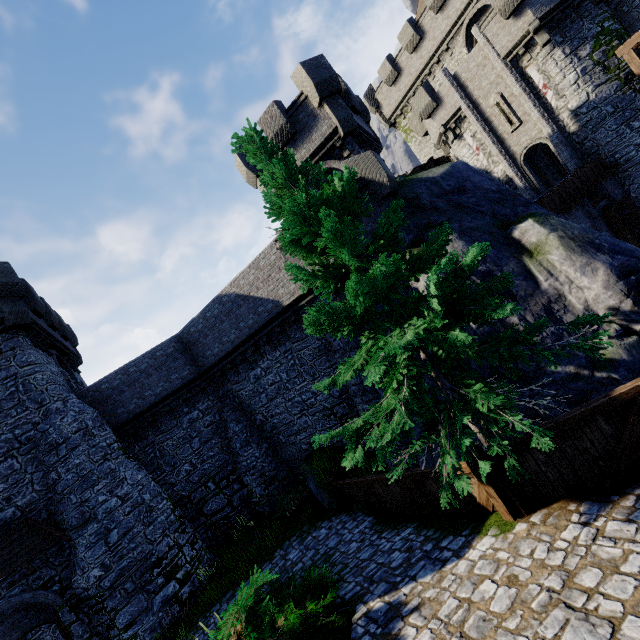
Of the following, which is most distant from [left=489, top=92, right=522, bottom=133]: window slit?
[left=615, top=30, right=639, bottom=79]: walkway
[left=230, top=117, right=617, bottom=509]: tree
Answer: [left=230, top=117, right=617, bottom=509]: tree

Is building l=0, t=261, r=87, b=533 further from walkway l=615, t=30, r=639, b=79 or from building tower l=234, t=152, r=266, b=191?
walkway l=615, t=30, r=639, b=79

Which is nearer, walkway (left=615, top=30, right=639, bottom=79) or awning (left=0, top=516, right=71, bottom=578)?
awning (left=0, top=516, right=71, bottom=578)

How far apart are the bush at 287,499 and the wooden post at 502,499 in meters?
10.7 m

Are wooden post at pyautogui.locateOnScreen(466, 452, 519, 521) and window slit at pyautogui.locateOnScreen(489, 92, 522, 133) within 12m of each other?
no

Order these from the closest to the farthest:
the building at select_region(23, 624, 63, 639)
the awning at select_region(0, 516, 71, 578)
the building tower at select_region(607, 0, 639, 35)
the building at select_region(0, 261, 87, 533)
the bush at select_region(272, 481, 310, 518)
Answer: the awning at select_region(0, 516, 71, 578) < the building at select_region(0, 261, 87, 533) < the bush at select_region(272, 481, 310, 518) < the building at select_region(23, 624, 63, 639) < the building tower at select_region(607, 0, 639, 35)

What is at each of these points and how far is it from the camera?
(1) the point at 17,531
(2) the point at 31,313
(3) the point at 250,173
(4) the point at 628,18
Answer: (1) awning, 12.30m
(2) building, 16.22m
(3) building tower, 17.48m
(4) building tower, 18.48m

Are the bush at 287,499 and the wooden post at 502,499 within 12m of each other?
yes
